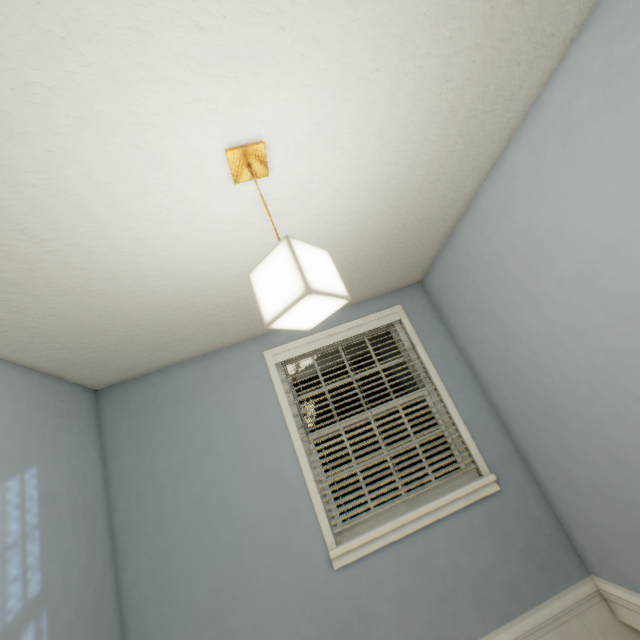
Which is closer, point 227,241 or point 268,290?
point 268,290

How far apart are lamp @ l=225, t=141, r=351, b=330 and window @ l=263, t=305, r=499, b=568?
1.6m

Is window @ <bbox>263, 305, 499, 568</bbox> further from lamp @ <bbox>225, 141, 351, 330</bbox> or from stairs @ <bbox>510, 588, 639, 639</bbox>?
lamp @ <bbox>225, 141, 351, 330</bbox>

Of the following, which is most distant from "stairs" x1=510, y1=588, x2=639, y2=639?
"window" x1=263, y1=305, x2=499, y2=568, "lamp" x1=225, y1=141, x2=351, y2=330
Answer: "lamp" x1=225, y1=141, x2=351, y2=330

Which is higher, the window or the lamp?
the lamp

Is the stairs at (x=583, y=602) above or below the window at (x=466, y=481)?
below

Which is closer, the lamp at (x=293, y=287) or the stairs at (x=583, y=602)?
the lamp at (x=293, y=287)
